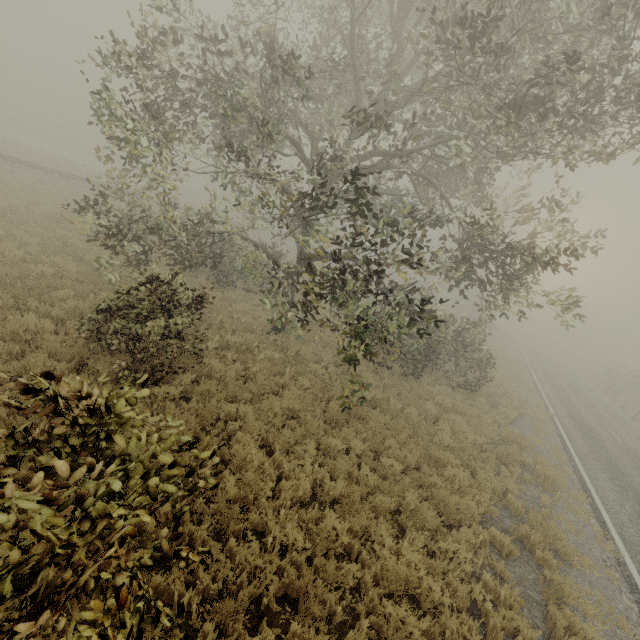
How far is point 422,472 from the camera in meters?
8.7 m

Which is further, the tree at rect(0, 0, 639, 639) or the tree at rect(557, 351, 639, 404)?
the tree at rect(557, 351, 639, 404)

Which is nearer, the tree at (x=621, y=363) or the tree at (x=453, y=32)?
the tree at (x=453, y=32)
